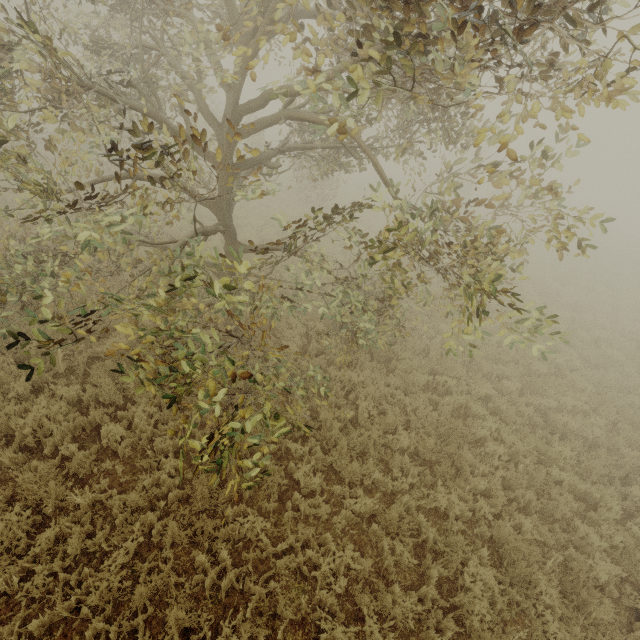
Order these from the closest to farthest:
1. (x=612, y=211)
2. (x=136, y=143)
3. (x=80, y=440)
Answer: (x=136, y=143)
(x=80, y=440)
(x=612, y=211)
